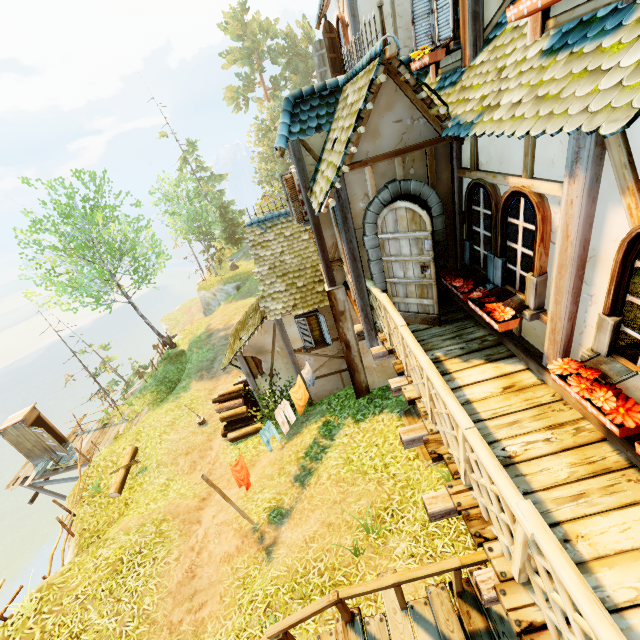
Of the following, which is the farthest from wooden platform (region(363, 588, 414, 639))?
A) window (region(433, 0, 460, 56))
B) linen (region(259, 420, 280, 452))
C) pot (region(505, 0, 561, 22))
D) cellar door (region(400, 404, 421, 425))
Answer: window (region(433, 0, 460, 56))

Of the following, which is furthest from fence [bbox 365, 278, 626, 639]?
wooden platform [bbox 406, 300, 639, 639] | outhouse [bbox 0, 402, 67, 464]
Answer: outhouse [bbox 0, 402, 67, 464]

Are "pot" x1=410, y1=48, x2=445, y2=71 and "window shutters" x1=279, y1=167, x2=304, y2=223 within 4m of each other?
yes

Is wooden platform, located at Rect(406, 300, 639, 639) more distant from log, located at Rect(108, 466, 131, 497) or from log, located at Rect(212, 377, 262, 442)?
log, located at Rect(108, 466, 131, 497)

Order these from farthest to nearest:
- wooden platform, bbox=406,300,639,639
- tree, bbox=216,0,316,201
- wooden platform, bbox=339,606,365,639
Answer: tree, bbox=216,0,316,201 < wooden platform, bbox=339,606,365,639 < wooden platform, bbox=406,300,639,639

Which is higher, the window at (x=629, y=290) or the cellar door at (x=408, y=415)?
the window at (x=629, y=290)

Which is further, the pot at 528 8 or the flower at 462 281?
the flower at 462 281

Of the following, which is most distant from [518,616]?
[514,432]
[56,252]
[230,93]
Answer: [230,93]
